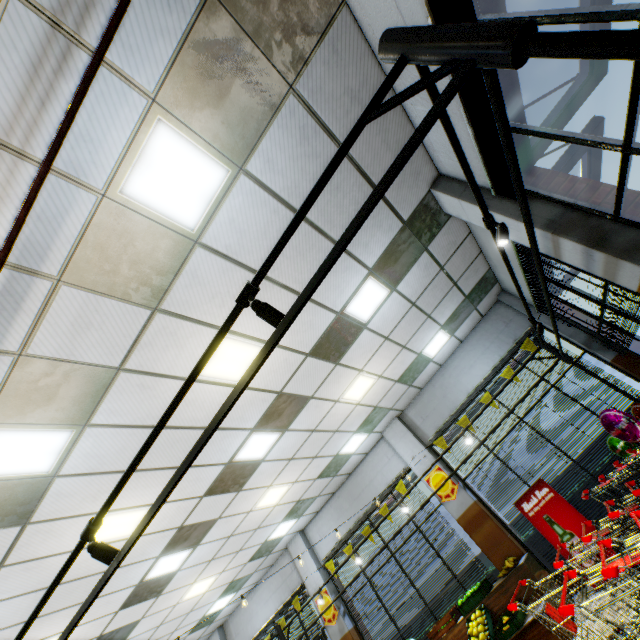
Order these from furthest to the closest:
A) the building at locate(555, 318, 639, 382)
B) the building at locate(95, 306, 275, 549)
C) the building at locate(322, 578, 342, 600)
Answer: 1. the building at locate(322, 578, 342, 600)
2. the building at locate(555, 318, 639, 382)
3. the building at locate(95, 306, 275, 549)

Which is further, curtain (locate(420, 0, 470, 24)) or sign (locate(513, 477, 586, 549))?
sign (locate(513, 477, 586, 549))

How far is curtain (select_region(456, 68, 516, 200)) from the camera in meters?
2.7 m

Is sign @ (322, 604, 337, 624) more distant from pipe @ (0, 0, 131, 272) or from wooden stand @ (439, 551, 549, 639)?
pipe @ (0, 0, 131, 272)

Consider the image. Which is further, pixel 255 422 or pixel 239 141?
pixel 255 422

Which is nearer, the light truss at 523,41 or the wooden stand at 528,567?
the light truss at 523,41

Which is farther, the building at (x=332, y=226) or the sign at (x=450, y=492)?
the sign at (x=450, y=492)

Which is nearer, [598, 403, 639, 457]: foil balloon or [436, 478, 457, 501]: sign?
[598, 403, 639, 457]: foil balloon
